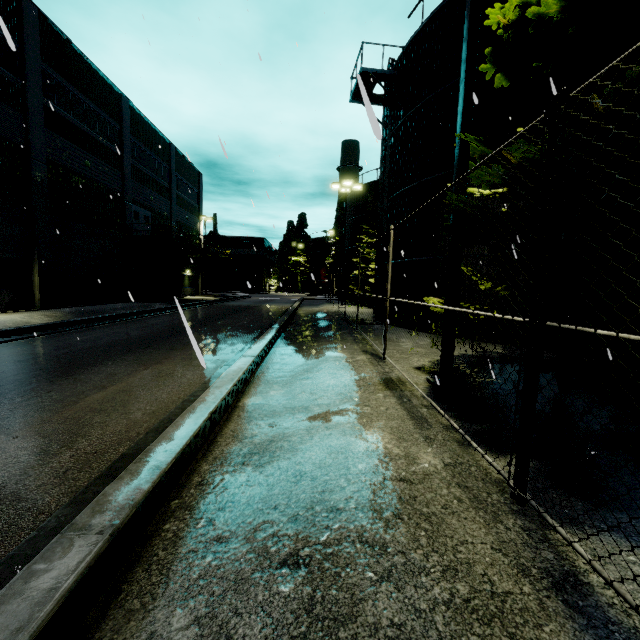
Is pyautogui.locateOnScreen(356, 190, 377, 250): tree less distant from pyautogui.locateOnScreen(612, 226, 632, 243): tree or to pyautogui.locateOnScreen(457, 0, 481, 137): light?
pyautogui.locateOnScreen(612, 226, 632, 243): tree

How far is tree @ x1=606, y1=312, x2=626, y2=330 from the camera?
2.6m

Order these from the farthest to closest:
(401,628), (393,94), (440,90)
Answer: (393,94) → (440,90) → (401,628)

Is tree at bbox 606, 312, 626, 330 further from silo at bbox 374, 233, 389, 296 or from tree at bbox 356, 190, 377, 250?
tree at bbox 356, 190, 377, 250

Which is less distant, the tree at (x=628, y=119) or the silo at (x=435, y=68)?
the tree at (x=628, y=119)

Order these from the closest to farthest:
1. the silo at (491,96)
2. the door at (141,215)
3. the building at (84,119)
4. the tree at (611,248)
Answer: the tree at (611,248) < the silo at (491,96) < the building at (84,119) < the door at (141,215)

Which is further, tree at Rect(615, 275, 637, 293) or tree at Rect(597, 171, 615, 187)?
tree at Rect(615, 275, 637, 293)
